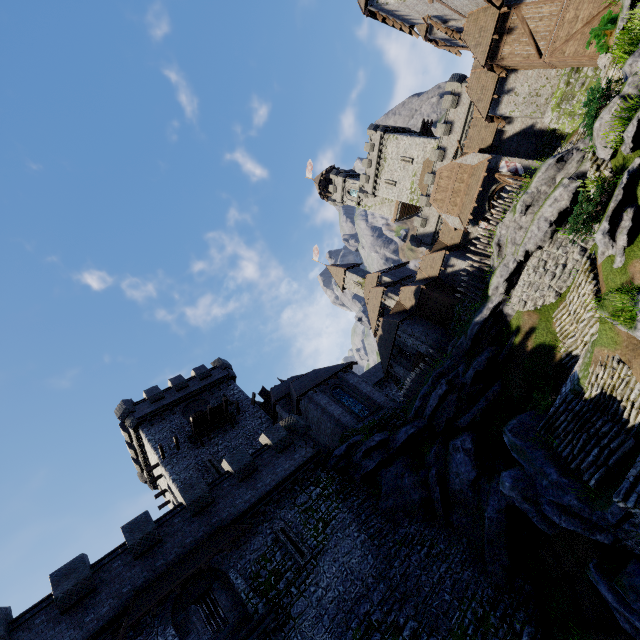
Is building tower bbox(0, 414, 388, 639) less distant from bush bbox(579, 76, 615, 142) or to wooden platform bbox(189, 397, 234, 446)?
wooden platform bbox(189, 397, 234, 446)

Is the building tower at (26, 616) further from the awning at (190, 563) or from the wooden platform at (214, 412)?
the wooden platform at (214, 412)

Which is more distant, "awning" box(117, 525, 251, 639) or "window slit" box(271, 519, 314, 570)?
"window slit" box(271, 519, 314, 570)

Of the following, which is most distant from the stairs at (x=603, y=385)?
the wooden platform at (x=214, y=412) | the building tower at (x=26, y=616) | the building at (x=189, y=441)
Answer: the wooden platform at (x=214, y=412)

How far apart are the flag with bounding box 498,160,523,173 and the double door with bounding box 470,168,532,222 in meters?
0.3

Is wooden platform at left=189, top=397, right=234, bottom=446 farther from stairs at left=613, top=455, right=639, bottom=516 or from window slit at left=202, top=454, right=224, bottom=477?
stairs at left=613, top=455, right=639, bottom=516

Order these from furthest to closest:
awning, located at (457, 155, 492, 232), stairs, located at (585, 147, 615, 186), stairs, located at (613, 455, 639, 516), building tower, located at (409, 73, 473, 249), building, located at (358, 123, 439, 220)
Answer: building, located at (358, 123, 439, 220), building tower, located at (409, 73, 473, 249), awning, located at (457, 155, 492, 232), stairs, located at (585, 147, 615, 186), stairs, located at (613, 455, 639, 516)

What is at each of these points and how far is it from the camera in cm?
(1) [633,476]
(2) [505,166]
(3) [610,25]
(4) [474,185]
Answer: (1) stairs, 949
(2) flag, 2614
(3) bush, 1633
(4) awning, 2794
